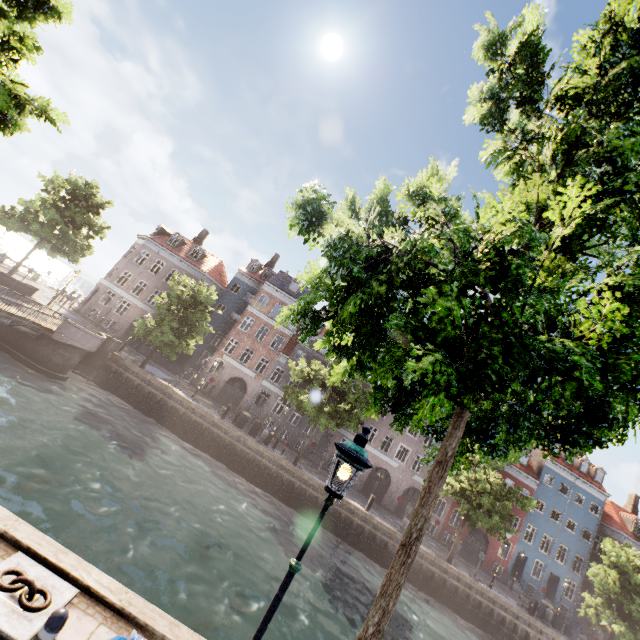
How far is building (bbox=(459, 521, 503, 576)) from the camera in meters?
33.2

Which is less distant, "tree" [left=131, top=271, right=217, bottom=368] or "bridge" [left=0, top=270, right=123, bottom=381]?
"bridge" [left=0, top=270, right=123, bottom=381]

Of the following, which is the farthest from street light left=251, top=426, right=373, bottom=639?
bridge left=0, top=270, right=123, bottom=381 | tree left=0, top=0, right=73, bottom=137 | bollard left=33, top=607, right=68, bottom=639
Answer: bridge left=0, top=270, right=123, bottom=381

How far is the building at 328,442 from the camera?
33.3 meters

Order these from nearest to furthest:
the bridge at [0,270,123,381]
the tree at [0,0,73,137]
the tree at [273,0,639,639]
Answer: the tree at [273,0,639,639], the tree at [0,0,73,137], the bridge at [0,270,123,381]

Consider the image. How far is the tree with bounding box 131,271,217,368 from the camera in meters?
24.3 m

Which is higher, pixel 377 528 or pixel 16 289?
pixel 16 289

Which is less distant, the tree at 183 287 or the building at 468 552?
the tree at 183 287
